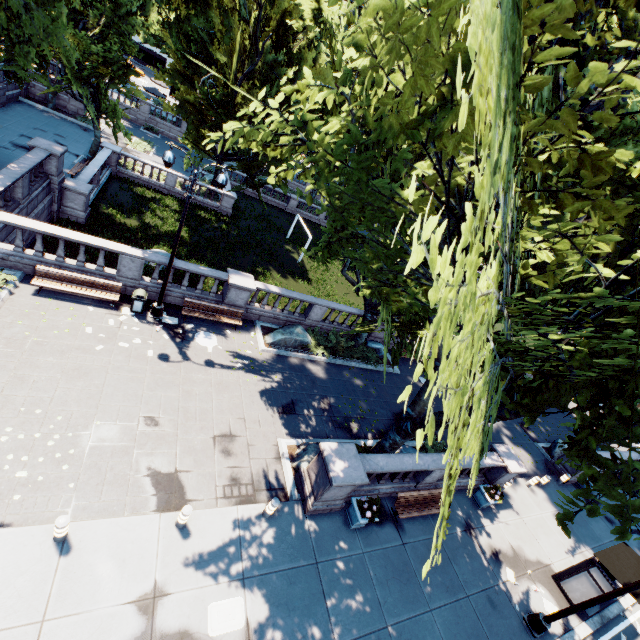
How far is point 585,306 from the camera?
5.61m

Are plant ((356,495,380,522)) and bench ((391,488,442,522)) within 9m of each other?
yes

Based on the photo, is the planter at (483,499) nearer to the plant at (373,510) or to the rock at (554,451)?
the plant at (373,510)

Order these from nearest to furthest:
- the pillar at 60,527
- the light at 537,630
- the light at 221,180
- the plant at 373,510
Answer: the pillar at 60,527, the light at 537,630, the plant at 373,510, the light at 221,180

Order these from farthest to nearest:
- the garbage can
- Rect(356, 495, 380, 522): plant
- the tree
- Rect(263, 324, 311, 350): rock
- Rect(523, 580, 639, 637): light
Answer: Rect(263, 324, 311, 350): rock, the garbage can, Rect(356, 495, 380, 522): plant, Rect(523, 580, 639, 637): light, the tree

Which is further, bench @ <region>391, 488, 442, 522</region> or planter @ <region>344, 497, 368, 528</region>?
bench @ <region>391, 488, 442, 522</region>

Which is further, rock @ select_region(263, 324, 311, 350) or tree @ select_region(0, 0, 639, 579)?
rock @ select_region(263, 324, 311, 350)

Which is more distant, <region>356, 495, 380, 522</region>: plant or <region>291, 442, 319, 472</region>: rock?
<region>291, 442, 319, 472</region>: rock
